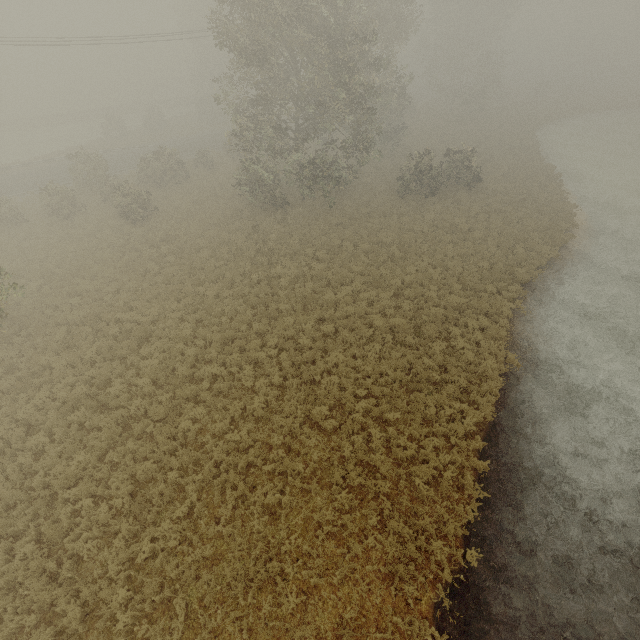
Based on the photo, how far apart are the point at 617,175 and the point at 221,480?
42.4 meters
